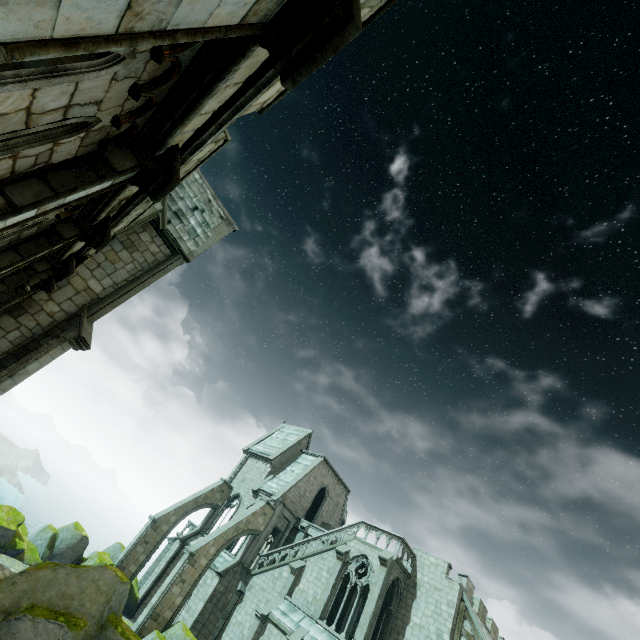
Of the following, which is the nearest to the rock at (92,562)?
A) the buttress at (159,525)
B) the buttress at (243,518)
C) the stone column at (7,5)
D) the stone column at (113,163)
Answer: the buttress at (243,518)

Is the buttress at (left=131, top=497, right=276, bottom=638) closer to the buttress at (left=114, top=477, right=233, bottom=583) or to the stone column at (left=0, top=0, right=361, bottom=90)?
the buttress at (left=114, top=477, right=233, bottom=583)

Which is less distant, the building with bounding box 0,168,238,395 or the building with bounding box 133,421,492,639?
the building with bounding box 0,168,238,395

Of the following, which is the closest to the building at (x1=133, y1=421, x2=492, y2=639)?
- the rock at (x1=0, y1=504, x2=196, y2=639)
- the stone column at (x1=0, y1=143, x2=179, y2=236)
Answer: the rock at (x1=0, y1=504, x2=196, y2=639)

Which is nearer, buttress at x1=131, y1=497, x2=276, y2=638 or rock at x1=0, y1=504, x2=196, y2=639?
rock at x1=0, y1=504, x2=196, y2=639

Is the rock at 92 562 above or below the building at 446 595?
below

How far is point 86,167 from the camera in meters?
3.6 m

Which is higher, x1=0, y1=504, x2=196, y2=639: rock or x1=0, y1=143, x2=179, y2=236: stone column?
x1=0, y1=143, x2=179, y2=236: stone column
